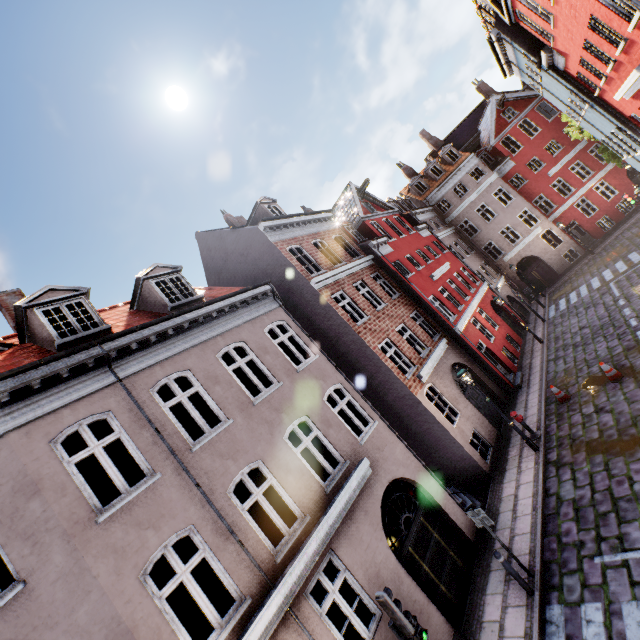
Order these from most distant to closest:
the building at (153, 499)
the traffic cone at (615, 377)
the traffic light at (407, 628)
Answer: Result:
the traffic cone at (615, 377)
the building at (153, 499)
the traffic light at (407, 628)

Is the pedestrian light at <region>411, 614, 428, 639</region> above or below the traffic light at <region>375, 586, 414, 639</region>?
below

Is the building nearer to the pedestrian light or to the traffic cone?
the pedestrian light

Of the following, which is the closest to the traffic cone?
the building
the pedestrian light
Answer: the building

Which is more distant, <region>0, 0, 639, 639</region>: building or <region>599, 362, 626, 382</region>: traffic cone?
<region>599, 362, 626, 382</region>: traffic cone

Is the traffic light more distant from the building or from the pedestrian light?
the building

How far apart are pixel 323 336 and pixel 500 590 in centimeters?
984cm

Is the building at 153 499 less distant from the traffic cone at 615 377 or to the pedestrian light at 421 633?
the pedestrian light at 421 633
